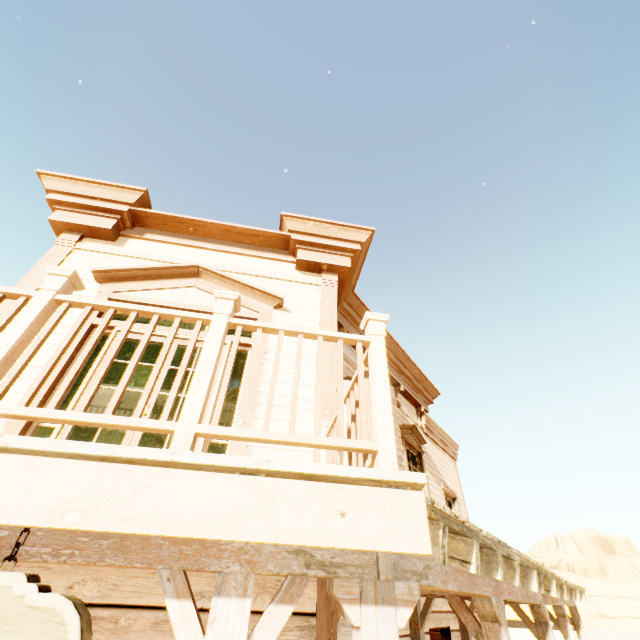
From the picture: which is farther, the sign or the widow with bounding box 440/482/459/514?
the widow with bounding box 440/482/459/514

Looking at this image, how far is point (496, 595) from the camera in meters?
2.8 m

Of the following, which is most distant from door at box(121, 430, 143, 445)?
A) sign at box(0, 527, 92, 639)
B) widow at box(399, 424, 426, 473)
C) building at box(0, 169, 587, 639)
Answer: widow at box(399, 424, 426, 473)

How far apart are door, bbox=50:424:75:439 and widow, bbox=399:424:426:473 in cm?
493

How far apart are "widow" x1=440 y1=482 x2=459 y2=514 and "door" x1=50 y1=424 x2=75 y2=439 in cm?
726

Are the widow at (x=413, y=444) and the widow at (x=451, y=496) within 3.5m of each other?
yes

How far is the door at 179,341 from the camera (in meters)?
3.57
